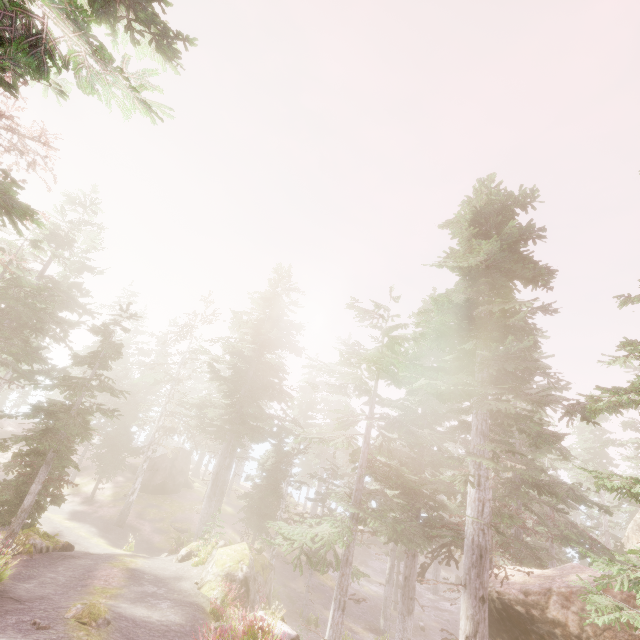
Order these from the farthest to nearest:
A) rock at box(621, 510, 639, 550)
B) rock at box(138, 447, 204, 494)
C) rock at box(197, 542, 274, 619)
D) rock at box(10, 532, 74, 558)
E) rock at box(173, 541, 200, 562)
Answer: rock at box(138, 447, 204, 494)
rock at box(621, 510, 639, 550)
rock at box(173, 541, 200, 562)
rock at box(197, 542, 274, 619)
rock at box(10, 532, 74, 558)

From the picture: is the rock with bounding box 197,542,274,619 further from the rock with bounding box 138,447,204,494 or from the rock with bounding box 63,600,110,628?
the rock with bounding box 138,447,204,494

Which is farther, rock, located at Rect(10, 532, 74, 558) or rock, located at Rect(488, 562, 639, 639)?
rock, located at Rect(10, 532, 74, 558)

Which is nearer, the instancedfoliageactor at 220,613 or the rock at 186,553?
the instancedfoliageactor at 220,613

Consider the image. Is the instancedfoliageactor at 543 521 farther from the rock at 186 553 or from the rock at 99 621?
the rock at 99 621

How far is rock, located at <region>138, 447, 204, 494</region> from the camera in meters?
34.9 m

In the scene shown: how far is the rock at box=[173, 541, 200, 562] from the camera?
18.56m

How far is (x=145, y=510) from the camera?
31.4 meters
